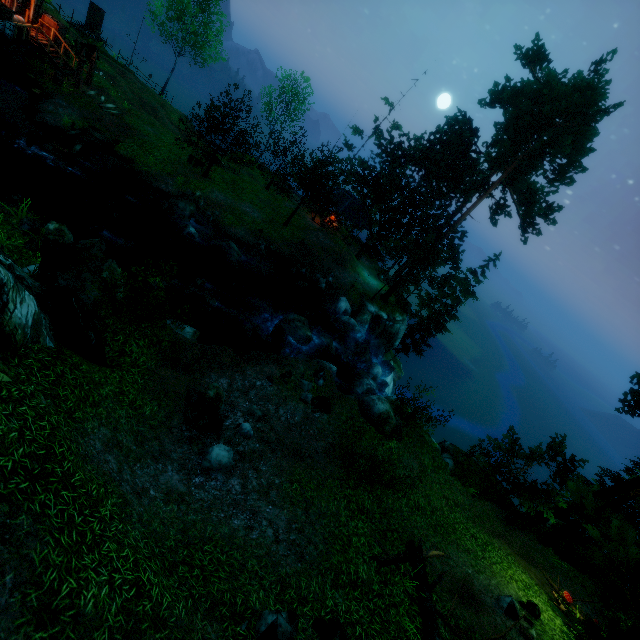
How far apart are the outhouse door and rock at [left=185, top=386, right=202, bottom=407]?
46.39m

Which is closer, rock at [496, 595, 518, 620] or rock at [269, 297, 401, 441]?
rock at [496, 595, 518, 620]

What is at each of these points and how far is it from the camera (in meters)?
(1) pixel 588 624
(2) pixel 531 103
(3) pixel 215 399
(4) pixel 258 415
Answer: (1) tree, 5.17
(2) tree, 25.66
(3) rock, 11.03
(4) rock, 11.78

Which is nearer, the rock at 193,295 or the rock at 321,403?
the rock at 321,403

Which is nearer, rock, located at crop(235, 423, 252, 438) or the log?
the log

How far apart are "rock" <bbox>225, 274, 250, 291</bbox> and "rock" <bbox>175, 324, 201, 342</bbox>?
7.5 meters

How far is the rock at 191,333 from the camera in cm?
1336

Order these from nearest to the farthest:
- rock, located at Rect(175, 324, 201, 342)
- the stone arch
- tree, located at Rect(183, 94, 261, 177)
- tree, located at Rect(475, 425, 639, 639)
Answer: tree, located at Rect(475, 425, 639, 639), rock, located at Rect(175, 324, 201, 342), the stone arch, tree, located at Rect(183, 94, 261, 177)
